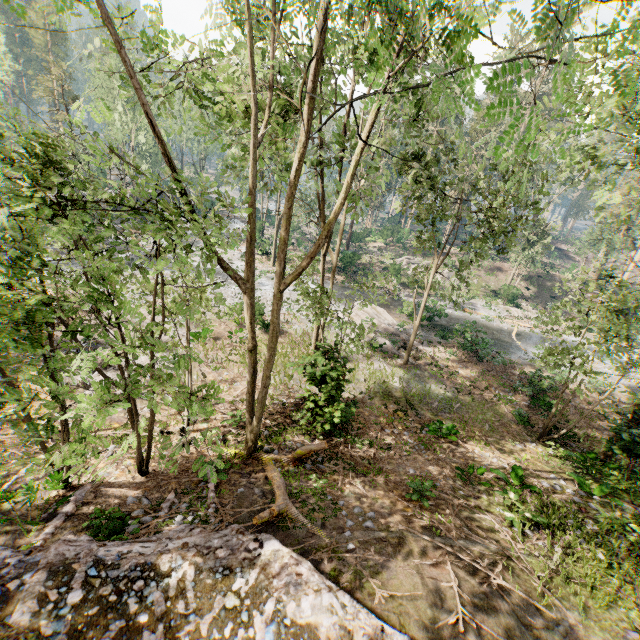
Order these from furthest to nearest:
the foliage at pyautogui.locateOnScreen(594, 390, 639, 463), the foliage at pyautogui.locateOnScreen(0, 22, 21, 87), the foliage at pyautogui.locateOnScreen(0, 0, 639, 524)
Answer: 1. the foliage at pyautogui.locateOnScreen(0, 22, 21, 87)
2. the foliage at pyautogui.locateOnScreen(594, 390, 639, 463)
3. the foliage at pyautogui.locateOnScreen(0, 0, 639, 524)

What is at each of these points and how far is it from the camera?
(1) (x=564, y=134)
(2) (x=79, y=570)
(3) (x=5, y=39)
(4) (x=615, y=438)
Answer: (1) foliage, 5.05m
(2) ground embankment, 5.24m
(3) foliage, 38.53m
(4) foliage, 14.45m

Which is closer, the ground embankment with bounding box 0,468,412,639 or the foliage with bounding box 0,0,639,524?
the foliage with bounding box 0,0,639,524

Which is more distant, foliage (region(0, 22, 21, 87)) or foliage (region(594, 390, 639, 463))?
foliage (region(0, 22, 21, 87))

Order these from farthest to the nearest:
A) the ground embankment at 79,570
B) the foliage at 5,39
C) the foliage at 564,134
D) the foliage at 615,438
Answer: the foliage at 5,39, the foliage at 615,438, the ground embankment at 79,570, the foliage at 564,134

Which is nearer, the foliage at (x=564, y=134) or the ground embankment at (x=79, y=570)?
the foliage at (x=564, y=134)
